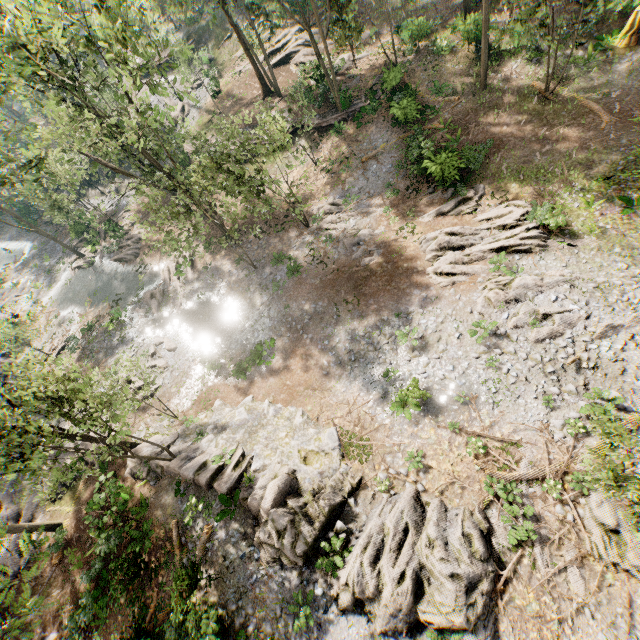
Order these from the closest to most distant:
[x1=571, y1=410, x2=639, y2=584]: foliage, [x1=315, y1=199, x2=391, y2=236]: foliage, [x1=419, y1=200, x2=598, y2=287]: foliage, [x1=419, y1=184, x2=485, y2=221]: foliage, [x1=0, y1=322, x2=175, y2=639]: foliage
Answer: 1. [x1=571, y1=410, x2=639, y2=584]: foliage
2. [x1=0, y1=322, x2=175, y2=639]: foliage
3. [x1=419, y1=200, x2=598, y2=287]: foliage
4. [x1=419, y1=184, x2=485, y2=221]: foliage
5. [x1=315, y1=199, x2=391, y2=236]: foliage

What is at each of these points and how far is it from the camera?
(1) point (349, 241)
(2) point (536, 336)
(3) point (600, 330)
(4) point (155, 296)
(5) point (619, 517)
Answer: (1) foliage, 23.6m
(2) foliage, 15.6m
(3) foliage, 14.7m
(4) foliage, 29.5m
(5) foliage, 12.0m

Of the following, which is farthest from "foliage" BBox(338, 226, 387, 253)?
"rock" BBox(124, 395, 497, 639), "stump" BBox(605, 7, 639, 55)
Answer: "stump" BBox(605, 7, 639, 55)

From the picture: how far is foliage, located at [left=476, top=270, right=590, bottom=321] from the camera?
16.52m

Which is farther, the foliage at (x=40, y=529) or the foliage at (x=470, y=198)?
the foliage at (x=470, y=198)

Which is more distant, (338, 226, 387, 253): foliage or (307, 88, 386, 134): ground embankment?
(307, 88, 386, 134): ground embankment

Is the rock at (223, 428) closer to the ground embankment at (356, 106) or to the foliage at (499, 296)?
the foliage at (499, 296)
